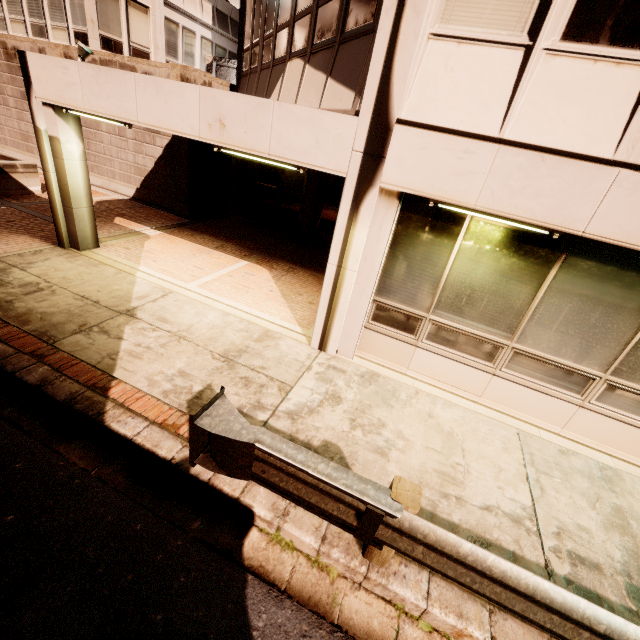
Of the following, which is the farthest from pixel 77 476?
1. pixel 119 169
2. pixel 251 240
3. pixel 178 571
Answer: pixel 119 169

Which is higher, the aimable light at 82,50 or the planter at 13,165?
the aimable light at 82,50

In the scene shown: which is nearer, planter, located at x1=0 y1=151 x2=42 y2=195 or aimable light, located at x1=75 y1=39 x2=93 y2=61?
aimable light, located at x1=75 y1=39 x2=93 y2=61

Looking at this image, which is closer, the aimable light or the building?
the building

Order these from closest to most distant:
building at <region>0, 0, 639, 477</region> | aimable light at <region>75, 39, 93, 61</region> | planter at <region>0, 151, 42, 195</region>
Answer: building at <region>0, 0, 639, 477</region>
aimable light at <region>75, 39, 93, 61</region>
planter at <region>0, 151, 42, 195</region>

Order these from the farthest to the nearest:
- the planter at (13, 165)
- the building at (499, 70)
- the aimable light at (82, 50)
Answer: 1. the planter at (13, 165)
2. the aimable light at (82, 50)
3. the building at (499, 70)

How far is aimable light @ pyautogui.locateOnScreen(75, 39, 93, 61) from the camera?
5.99m

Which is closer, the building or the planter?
the building
